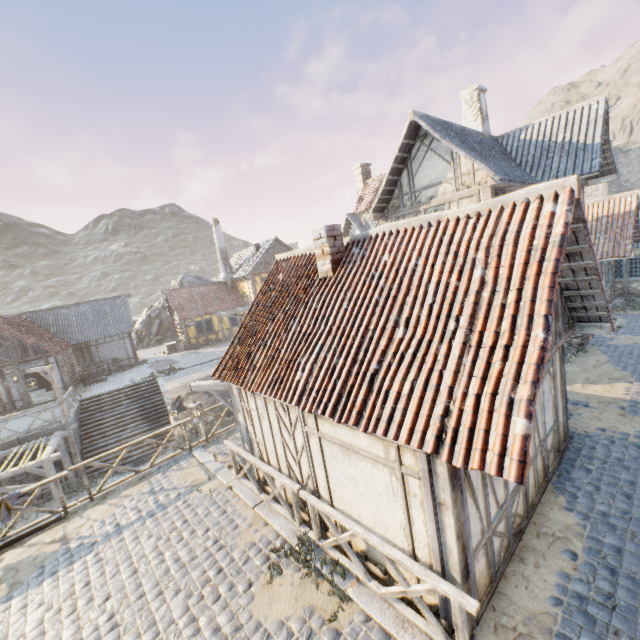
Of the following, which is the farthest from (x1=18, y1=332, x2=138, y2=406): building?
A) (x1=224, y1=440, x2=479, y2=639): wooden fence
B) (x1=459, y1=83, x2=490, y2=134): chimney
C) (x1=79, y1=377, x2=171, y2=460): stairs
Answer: (x1=459, y1=83, x2=490, y2=134): chimney

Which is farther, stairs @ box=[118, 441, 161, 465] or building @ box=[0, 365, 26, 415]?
building @ box=[0, 365, 26, 415]

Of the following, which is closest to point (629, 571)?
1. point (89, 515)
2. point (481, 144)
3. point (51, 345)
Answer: point (89, 515)

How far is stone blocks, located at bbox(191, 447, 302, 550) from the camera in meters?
6.8 m

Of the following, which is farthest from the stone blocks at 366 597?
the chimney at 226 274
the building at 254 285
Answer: the chimney at 226 274

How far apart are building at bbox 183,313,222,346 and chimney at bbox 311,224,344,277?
25.3 meters

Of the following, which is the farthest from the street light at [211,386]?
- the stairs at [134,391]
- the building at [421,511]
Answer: the stairs at [134,391]

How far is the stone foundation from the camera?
13.6m
